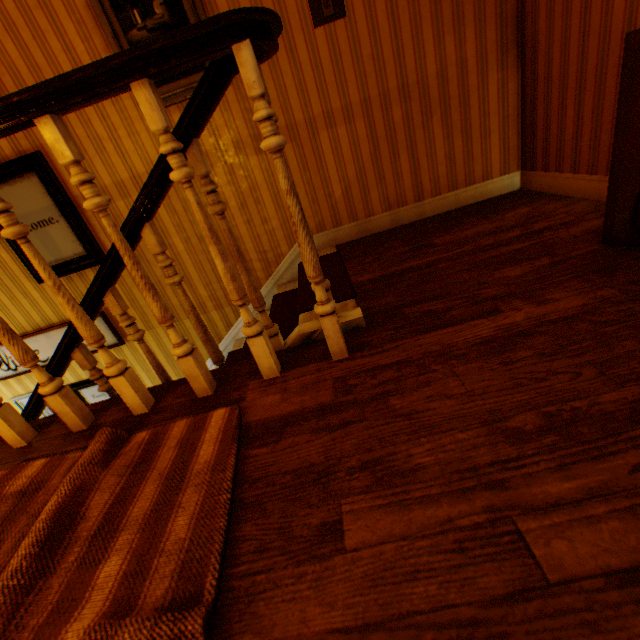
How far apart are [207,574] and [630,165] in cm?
227

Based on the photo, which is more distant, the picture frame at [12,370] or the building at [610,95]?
the picture frame at [12,370]

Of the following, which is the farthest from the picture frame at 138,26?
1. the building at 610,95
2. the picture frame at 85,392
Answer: the picture frame at 85,392

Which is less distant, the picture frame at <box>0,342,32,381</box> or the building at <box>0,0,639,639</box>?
the building at <box>0,0,639,639</box>

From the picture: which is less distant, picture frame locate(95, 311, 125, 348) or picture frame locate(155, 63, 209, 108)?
picture frame locate(155, 63, 209, 108)

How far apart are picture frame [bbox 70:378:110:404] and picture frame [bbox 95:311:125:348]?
0.3m

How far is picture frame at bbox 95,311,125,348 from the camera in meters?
3.4 m

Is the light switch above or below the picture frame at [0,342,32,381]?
above
